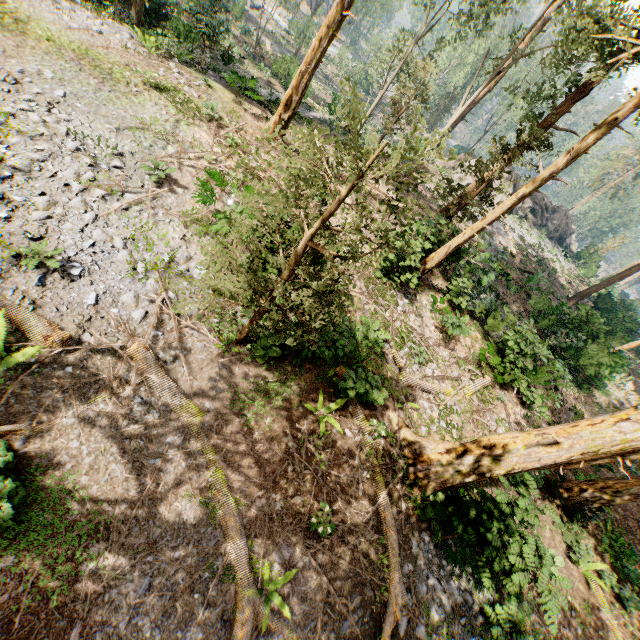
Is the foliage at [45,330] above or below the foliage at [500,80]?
below

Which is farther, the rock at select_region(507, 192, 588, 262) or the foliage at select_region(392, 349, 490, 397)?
the rock at select_region(507, 192, 588, 262)

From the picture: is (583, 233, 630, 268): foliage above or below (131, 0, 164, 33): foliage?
above

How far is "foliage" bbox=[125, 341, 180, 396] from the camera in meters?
7.3

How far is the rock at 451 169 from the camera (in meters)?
29.94

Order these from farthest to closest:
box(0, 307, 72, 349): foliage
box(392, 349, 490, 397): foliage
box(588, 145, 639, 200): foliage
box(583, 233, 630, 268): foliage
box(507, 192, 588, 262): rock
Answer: box(588, 145, 639, 200): foliage → box(583, 233, 630, 268): foliage → box(507, 192, 588, 262): rock → box(392, 349, 490, 397): foliage → box(0, 307, 72, 349): foliage

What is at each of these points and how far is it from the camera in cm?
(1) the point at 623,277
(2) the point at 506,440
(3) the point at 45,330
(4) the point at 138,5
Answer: (1) foliage, 2933
(2) foliage, 814
(3) foliage, 653
(4) foliage, 1961
